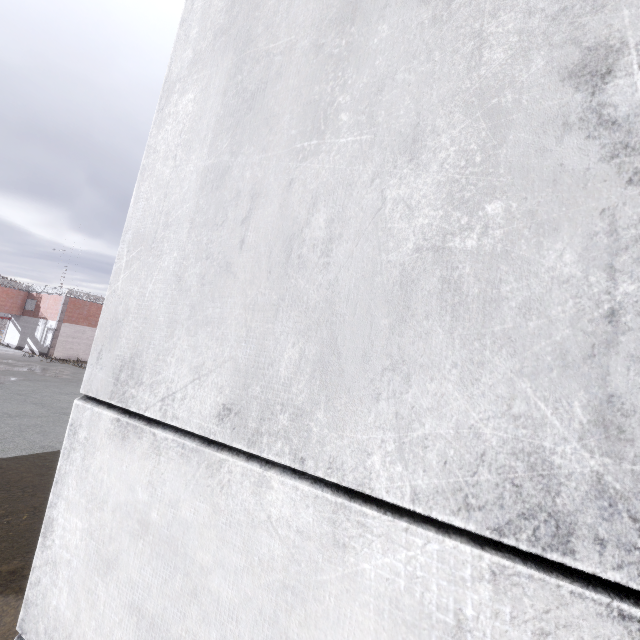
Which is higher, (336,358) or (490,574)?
(336,358)
